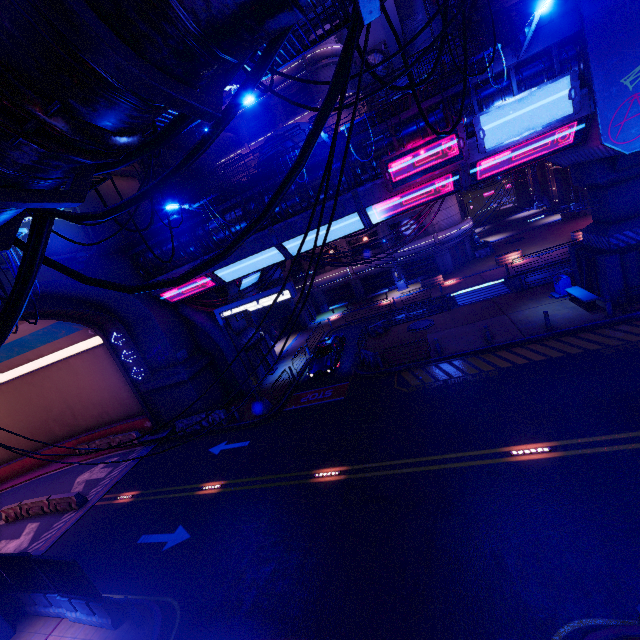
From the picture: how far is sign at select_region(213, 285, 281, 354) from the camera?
17.77m

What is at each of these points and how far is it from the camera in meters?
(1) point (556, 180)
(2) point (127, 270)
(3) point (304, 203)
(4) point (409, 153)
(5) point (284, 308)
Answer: (1) tunnel, 44.1 m
(2) wall arch, 20.5 m
(3) walkway, 17.3 m
(4) sign, 14.5 m
(5) sign, 17.7 m

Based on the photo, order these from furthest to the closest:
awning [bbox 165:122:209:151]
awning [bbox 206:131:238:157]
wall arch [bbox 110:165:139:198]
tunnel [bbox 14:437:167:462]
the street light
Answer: awning [bbox 206:131:238:157] → awning [bbox 165:122:209:151] → tunnel [bbox 14:437:167:462] → wall arch [bbox 110:165:139:198] → the street light

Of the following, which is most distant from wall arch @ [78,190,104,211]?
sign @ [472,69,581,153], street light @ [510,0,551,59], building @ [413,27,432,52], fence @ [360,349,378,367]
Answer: building @ [413,27,432,52]

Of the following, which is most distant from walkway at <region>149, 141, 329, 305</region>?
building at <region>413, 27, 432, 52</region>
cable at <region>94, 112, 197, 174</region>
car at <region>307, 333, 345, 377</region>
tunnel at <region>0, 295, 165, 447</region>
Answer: cable at <region>94, 112, 197, 174</region>

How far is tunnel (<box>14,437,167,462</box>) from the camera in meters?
22.5

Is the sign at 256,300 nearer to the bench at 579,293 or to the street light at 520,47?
the street light at 520,47

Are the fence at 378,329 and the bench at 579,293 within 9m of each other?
no
